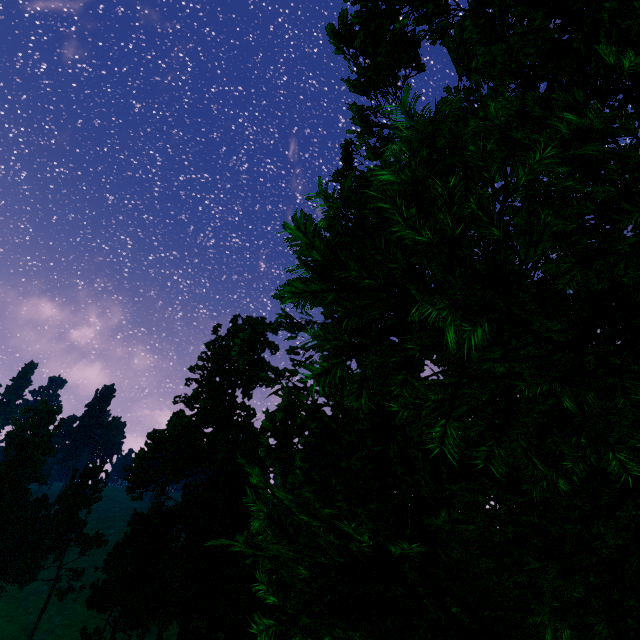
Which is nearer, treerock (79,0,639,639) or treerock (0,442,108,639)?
treerock (79,0,639,639)

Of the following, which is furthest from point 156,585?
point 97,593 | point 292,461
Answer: point 97,593

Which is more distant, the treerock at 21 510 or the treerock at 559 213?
the treerock at 21 510
